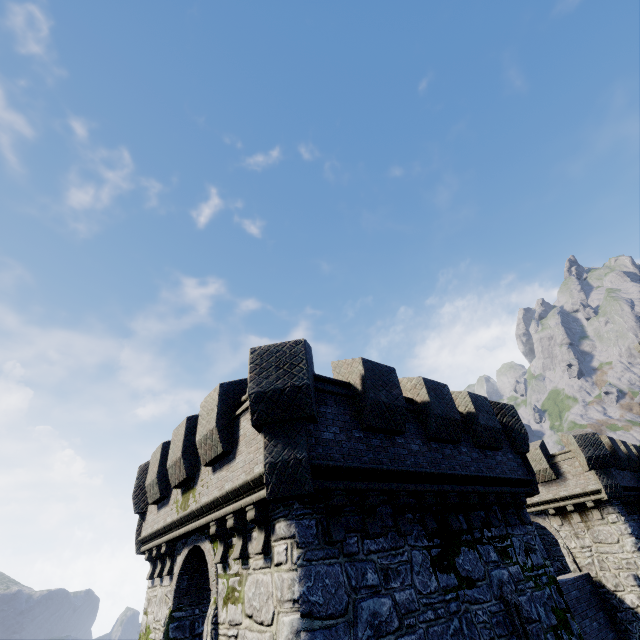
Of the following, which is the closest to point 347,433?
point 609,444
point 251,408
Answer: point 251,408

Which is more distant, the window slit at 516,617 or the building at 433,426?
the window slit at 516,617

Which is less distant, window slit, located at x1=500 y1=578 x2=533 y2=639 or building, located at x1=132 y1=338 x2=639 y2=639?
building, located at x1=132 y1=338 x2=639 y2=639
